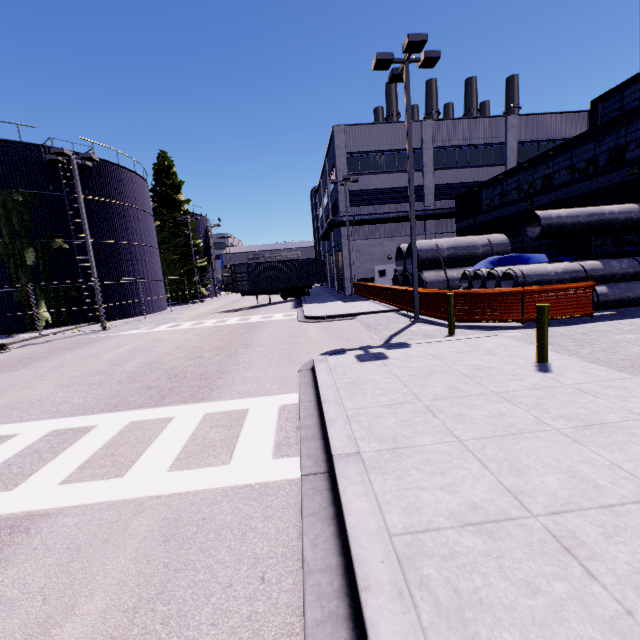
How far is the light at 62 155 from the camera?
17.4m

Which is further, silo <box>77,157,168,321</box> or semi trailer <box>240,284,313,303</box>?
semi trailer <box>240,284,313,303</box>

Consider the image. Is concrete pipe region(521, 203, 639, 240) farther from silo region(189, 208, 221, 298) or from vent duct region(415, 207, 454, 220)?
silo region(189, 208, 221, 298)

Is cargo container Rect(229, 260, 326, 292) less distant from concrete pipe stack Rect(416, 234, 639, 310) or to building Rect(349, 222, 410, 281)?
concrete pipe stack Rect(416, 234, 639, 310)

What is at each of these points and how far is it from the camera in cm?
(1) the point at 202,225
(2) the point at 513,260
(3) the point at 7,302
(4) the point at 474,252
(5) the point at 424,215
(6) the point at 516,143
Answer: (1) silo, 4741
(2) tarp, 1526
(3) silo, 2067
(4) concrete pipe stack, 1841
(5) vent duct, 2877
(6) building, 2970

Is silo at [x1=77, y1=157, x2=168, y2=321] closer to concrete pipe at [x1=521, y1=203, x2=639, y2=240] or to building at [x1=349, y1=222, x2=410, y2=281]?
building at [x1=349, y1=222, x2=410, y2=281]

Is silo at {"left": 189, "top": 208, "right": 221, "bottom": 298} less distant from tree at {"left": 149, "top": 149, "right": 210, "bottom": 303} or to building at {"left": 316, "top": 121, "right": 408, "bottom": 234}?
tree at {"left": 149, "top": 149, "right": 210, "bottom": 303}

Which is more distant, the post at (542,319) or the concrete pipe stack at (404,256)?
the concrete pipe stack at (404,256)
